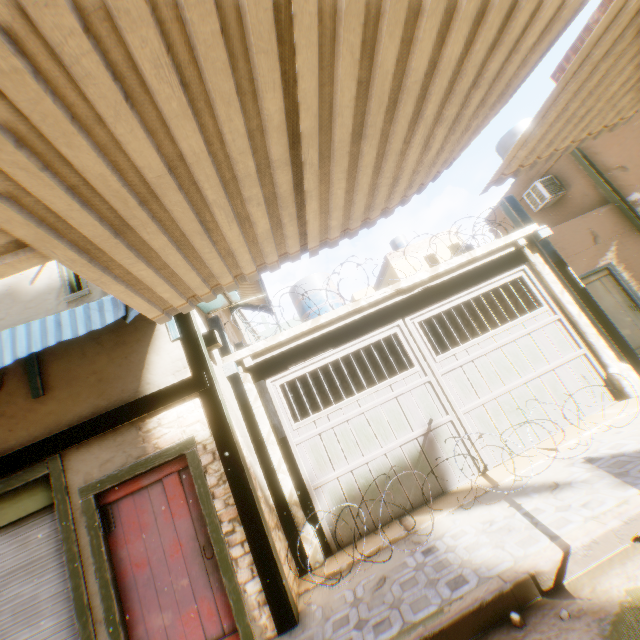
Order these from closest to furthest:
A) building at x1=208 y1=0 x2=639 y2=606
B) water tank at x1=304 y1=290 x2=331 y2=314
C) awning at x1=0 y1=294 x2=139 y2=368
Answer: building at x1=208 y1=0 x2=639 y2=606, awning at x1=0 y1=294 x2=139 y2=368, water tank at x1=304 y1=290 x2=331 y2=314

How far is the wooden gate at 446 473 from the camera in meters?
5.4 m

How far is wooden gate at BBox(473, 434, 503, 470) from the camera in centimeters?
555cm

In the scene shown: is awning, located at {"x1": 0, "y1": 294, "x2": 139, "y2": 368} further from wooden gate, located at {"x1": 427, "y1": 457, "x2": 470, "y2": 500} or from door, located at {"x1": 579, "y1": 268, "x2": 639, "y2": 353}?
door, located at {"x1": 579, "y1": 268, "x2": 639, "y2": 353}

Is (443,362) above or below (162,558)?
above

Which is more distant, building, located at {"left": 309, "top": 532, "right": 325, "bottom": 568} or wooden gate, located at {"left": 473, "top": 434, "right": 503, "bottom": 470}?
wooden gate, located at {"left": 473, "top": 434, "right": 503, "bottom": 470}

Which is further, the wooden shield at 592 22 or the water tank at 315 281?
the water tank at 315 281

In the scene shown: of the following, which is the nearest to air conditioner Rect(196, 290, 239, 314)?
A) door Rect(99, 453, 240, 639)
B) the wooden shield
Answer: the wooden shield
